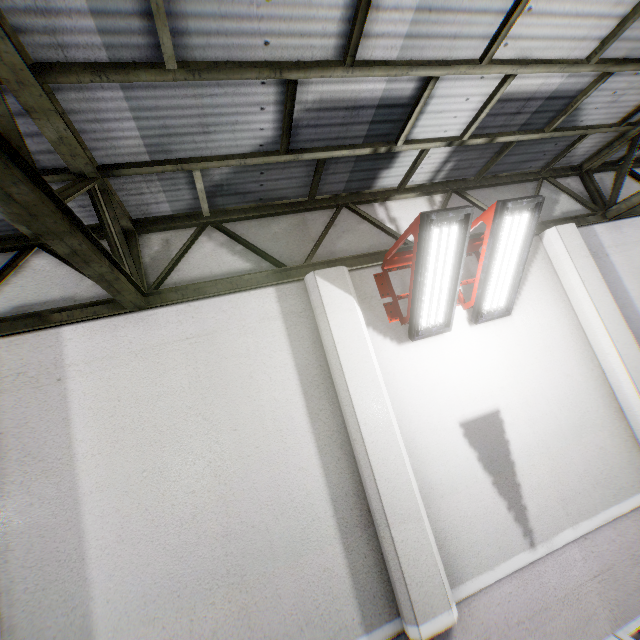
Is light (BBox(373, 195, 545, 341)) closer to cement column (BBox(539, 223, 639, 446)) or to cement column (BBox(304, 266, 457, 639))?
cement column (BBox(304, 266, 457, 639))

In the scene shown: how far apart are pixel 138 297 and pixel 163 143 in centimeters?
153cm

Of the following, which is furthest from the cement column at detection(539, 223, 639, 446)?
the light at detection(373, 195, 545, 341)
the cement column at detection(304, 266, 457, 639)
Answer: the cement column at detection(304, 266, 457, 639)

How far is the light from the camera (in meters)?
3.52

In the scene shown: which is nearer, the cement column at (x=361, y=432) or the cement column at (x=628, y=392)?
the cement column at (x=361, y=432)

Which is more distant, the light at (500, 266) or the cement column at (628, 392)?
the cement column at (628, 392)
